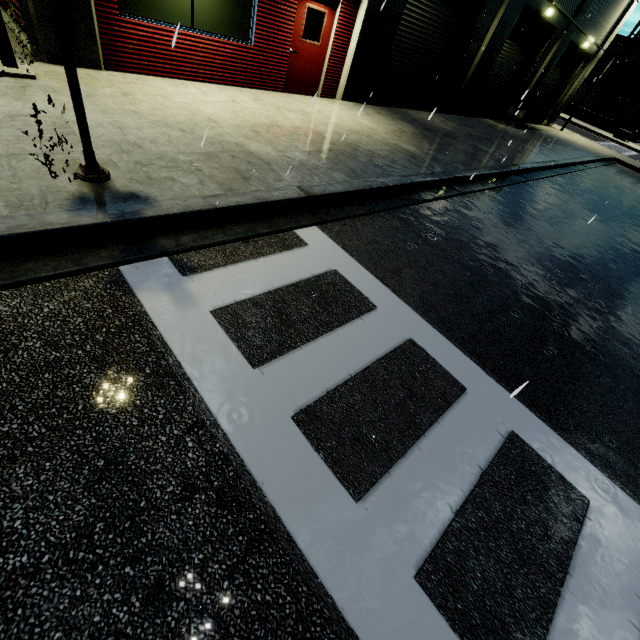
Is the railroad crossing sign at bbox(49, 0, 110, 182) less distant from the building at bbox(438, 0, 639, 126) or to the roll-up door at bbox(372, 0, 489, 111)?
the building at bbox(438, 0, 639, 126)

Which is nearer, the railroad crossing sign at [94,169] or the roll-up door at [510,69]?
the railroad crossing sign at [94,169]

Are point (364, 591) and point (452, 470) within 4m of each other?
yes

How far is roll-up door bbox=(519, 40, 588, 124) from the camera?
20.70m

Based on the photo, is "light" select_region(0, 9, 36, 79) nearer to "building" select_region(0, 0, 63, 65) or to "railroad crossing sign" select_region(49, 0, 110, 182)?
"building" select_region(0, 0, 63, 65)

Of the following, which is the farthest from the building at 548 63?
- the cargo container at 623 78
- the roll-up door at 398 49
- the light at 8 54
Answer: the cargo container at 623 78

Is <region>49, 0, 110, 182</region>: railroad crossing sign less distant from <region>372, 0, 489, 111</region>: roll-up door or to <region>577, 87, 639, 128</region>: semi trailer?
<region>372, 0, 489, 111</region>: roll-up door

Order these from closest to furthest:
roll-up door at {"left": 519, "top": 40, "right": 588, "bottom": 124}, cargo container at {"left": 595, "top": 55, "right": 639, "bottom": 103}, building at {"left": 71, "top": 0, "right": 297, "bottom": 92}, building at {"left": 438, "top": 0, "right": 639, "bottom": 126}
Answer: building at {"left": 71, "top": 0, "right": 297, "bottom": 92} < building at {"left": 438, "top": 0, "right": 639, "bottom": 126} < roll-up door at {"left": 519, "top": 40, "right": 588, "bottom": 124} < cargo container at {"left": 595, "top": 55, "right": 639, "bottom": 103}
